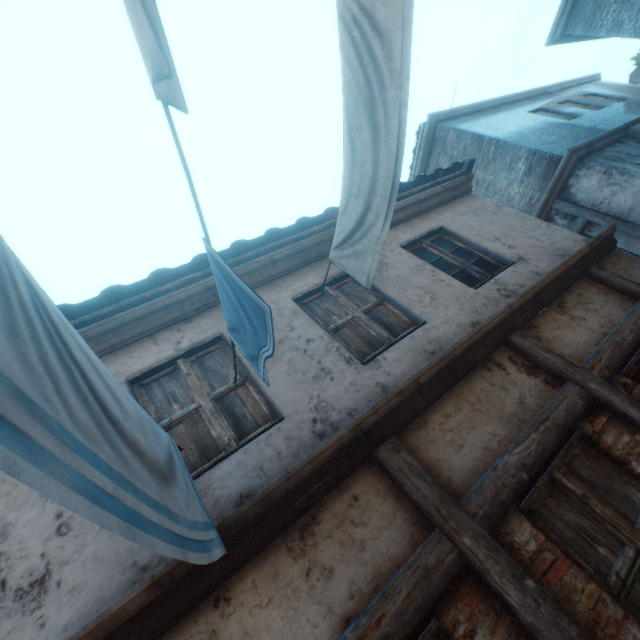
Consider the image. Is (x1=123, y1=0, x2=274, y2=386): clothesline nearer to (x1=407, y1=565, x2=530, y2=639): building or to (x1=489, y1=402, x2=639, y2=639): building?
(x1=489, y1=402, x2=639, y2=639): building

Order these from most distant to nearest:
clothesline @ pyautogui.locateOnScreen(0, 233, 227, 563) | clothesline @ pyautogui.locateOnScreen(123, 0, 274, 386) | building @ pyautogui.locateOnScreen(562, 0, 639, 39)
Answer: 1. building @ pyautogui.locateOnScreen(562, 0, 639, 39)
2. clothesline @ pyautogui.locateOnScreen(123, 0, 274, 386)
3. clothesline @ pyautogui.locateOnScreen(0, 233, 227, 563)

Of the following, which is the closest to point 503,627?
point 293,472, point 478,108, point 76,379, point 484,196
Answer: point 293,472

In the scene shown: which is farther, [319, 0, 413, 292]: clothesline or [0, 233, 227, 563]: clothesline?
[319, 0, 413, 292]: clothesline

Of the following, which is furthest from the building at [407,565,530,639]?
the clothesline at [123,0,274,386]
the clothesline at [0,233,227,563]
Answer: the clothesline at [123,0,274,386]

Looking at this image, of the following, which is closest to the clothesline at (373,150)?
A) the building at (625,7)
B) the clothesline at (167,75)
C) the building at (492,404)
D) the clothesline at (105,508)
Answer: the building at (492,404)

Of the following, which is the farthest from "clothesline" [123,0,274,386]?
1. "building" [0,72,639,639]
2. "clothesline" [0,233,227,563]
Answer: "clothesline" [0,233,227,563]

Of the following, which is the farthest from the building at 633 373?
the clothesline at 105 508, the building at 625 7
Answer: the building at 625 7
